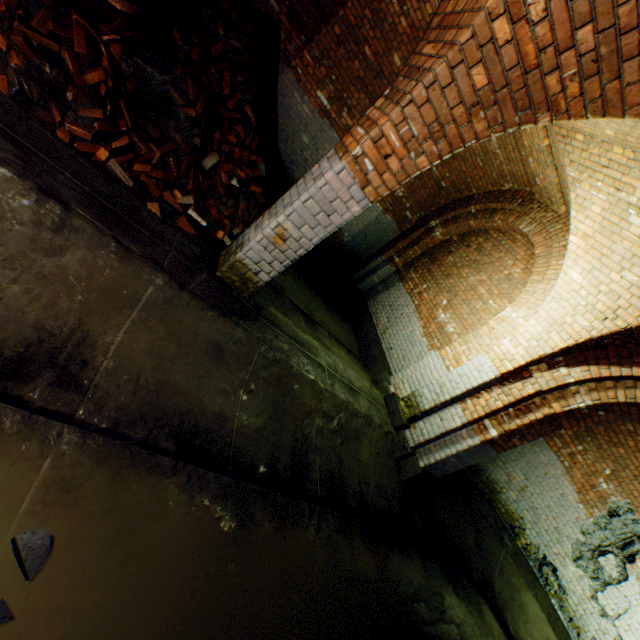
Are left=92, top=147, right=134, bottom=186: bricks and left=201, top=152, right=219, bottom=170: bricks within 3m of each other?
yes

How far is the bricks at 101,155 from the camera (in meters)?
3.36

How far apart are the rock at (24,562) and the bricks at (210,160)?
4.75m

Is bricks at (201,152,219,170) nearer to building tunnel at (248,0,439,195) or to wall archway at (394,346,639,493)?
building tunnel at (248,0,439,195)

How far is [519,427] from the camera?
4.6m

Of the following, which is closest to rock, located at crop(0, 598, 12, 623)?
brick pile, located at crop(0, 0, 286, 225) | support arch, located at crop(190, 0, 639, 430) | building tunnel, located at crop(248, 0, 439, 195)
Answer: building tunnel, located at crop(248, 0, 439, 195)

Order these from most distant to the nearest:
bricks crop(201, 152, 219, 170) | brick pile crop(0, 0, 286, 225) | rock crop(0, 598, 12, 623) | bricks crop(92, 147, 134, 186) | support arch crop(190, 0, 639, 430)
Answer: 1. bricks crop(201, 152, 219, 170)
2. bricks crop(92, 147, 134, 186)
3. brick pile crop(0, 0, 286, 225)
4. support arch crop(190, 0, 639, 430)
5. rock crop(0, 598, 12, 623)

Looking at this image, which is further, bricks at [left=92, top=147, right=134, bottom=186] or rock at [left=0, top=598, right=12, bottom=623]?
bricks at [left=92, top=147, right=134, bottom=186]
